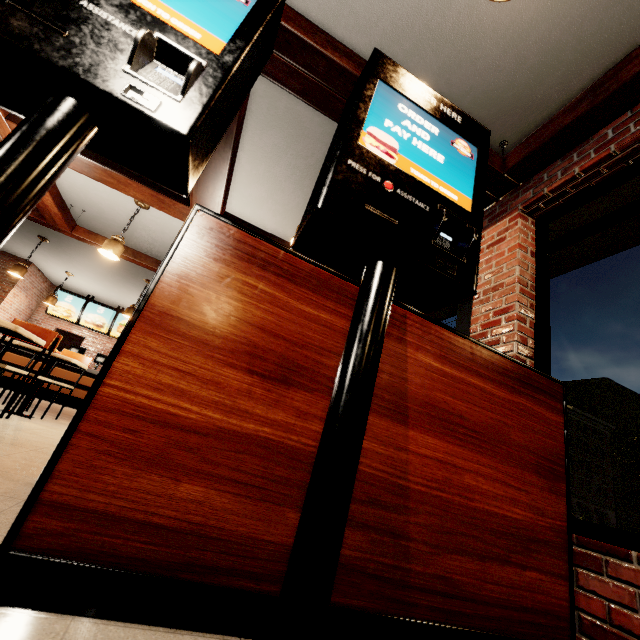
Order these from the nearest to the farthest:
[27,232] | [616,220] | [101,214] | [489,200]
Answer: [616,220] → [489,200] → [101,214] → [27,232]
